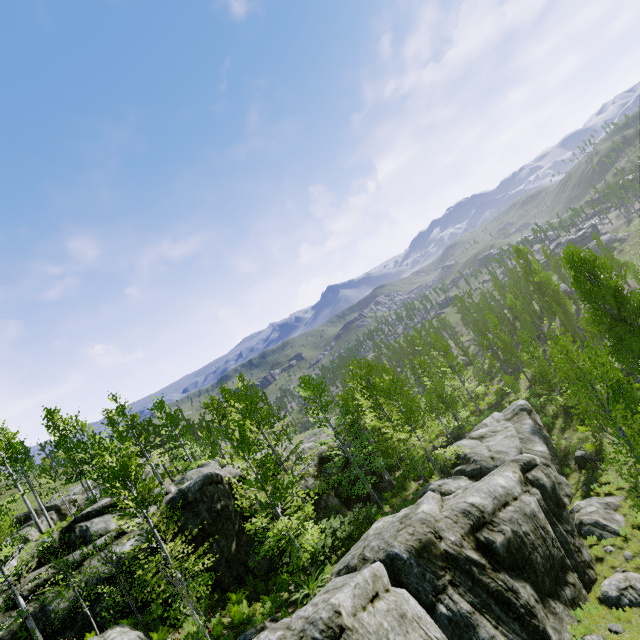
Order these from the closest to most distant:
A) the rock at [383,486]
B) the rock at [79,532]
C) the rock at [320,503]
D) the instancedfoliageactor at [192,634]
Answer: the instancedfoliageactor at [192,634] < the rock at [79,532] < the rock at [320,503] < the rock at [383,486]

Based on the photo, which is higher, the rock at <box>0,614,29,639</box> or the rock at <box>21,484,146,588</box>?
the rock at <box>21,484,146,588</box>

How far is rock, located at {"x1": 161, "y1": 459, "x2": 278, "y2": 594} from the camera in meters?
16.5

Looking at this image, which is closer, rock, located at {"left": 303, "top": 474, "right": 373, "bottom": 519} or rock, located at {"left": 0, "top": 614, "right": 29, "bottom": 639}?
rock, located at {"left": 0, "top": 614, "right": 29, "bottom": 639}

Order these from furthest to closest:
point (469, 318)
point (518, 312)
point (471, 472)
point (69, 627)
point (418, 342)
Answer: point (469, 318)
point (418, 342)
point (518, 312)
point (471, 472)
point (69, 627)

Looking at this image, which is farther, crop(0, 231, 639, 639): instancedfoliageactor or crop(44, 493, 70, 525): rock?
crop(44, 493, 70, 525): rock

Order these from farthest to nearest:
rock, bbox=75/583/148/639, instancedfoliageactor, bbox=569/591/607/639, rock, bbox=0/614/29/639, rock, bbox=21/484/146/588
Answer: rock, bbox=21/484/146/588, rock, bbox=0/614/29/639, instancedfoliageactor, bbox=569/591/607/639, rock, bbox=75/583/148/639

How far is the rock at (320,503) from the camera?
22.03m
